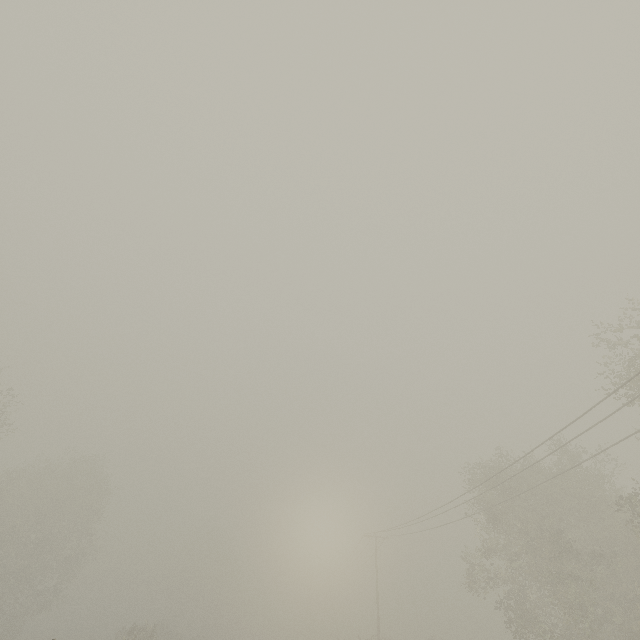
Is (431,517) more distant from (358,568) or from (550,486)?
(358,568)

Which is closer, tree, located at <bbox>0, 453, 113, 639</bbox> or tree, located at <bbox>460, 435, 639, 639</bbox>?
tree, located at <bbox>460, 435, 639, 639</bbox>

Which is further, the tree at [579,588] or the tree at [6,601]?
the tree at [6,601]
